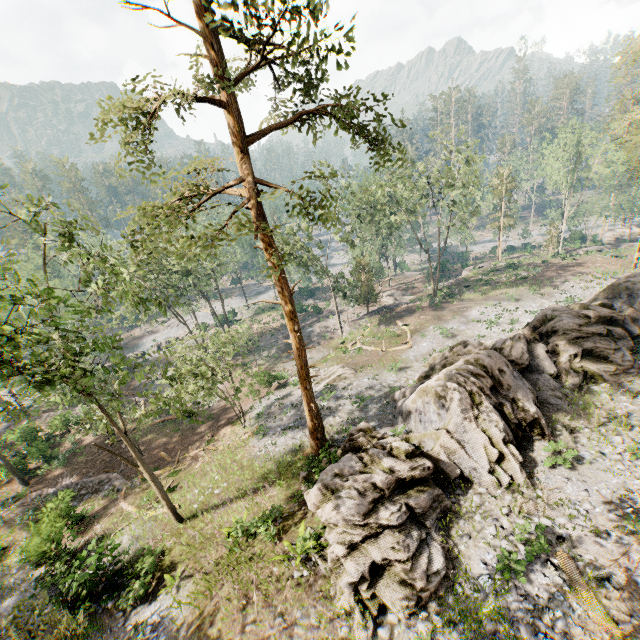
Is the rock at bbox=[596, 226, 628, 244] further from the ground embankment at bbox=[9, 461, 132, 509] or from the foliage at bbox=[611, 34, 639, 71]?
the ground embankment at bbox=[9, 461, 132, 509]

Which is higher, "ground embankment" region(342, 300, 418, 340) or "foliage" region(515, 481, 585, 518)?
"foliage" region(515, 481, 585, 518)

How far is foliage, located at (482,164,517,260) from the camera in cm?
4666

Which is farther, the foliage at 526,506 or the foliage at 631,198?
the foliage at 631,198

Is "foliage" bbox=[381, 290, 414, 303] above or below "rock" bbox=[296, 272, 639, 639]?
below

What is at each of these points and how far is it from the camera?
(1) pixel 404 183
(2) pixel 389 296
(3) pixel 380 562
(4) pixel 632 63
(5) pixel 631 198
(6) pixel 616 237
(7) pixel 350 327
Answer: (1) foliage, 39.31m
(2) foliage, 51.88m
(3) rock, 10.98m
(4) foliage, 34.22m
(5) foliage, 58.81m
(6) rock, 58.38m
(7) ground embankment, 41.72m

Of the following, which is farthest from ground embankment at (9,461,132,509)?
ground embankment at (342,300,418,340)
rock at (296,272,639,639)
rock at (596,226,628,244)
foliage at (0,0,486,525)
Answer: rock at (596,226,628,244)
